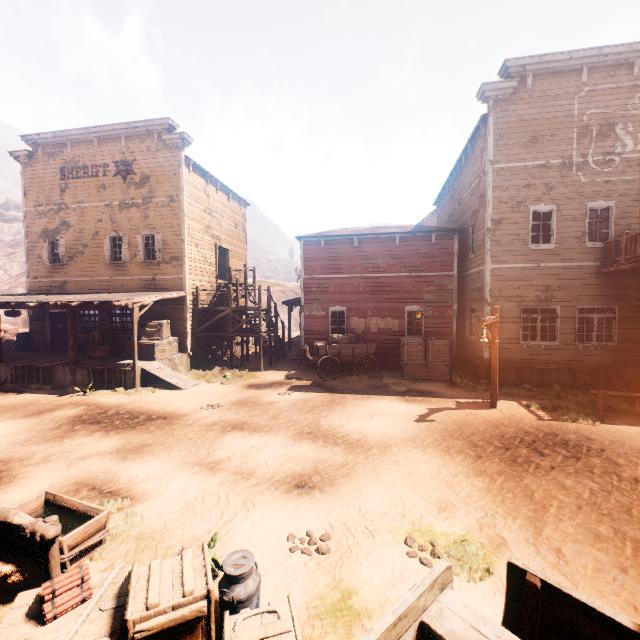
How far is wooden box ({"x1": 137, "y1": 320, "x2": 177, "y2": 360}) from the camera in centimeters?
1464cm

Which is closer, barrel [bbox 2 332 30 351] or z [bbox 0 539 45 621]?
z [bbox 0 539 45 621]

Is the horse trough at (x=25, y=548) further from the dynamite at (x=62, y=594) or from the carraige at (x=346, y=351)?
the carraige at (x=346, y=351)

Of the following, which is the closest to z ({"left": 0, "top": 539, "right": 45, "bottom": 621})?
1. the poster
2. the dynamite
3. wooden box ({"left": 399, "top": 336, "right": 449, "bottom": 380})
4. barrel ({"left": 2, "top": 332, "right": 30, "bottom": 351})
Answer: wooden box ({"left": 399, "top": 336, "right": 449, "bottom": 380})

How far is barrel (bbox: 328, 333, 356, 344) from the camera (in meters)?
15.05

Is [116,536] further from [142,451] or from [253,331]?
[253,331]

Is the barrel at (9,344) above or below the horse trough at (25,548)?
above

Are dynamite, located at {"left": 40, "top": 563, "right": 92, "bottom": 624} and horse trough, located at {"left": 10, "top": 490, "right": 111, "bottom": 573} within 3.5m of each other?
yes
